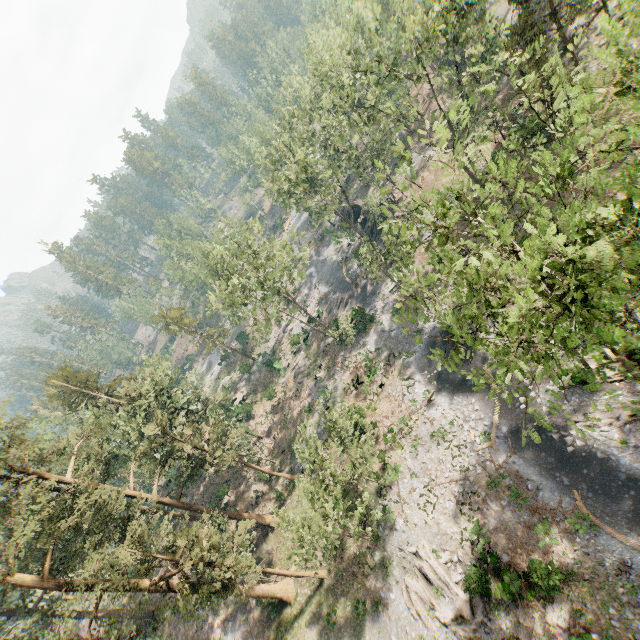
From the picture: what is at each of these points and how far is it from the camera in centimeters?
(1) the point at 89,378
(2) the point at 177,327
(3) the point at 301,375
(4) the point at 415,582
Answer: (1) foliage, 4022cm
(2) foliage, 5091cm
(3) foliage, 4491cm
(4) foliage, 2230cm

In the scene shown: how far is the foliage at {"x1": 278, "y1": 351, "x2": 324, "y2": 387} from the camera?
44.06m

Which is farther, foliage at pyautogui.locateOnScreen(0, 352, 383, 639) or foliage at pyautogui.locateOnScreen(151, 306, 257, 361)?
foliage at pyautogui.locateOnScreen(151, 306, 257, 361)

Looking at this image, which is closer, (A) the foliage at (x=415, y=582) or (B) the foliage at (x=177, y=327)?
(A) the foliage at (x=415, y=582)
